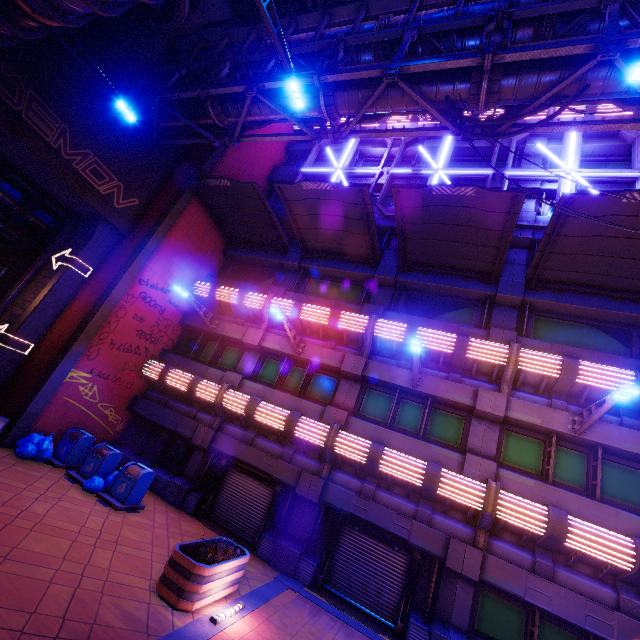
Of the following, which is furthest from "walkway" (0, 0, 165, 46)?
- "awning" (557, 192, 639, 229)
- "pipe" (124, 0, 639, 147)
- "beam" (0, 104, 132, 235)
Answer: "awning" (557, 192, 639, 229)

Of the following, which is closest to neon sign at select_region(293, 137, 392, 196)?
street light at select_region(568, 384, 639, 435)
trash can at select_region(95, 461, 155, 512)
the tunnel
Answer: the tunnel

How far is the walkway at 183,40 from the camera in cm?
1352

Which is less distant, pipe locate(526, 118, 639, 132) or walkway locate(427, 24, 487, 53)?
pipe locate(526, 118, 639, 132)

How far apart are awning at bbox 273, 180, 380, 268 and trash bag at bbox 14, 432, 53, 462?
12.21m

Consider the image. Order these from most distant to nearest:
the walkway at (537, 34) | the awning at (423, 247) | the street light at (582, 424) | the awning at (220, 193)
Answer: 1. the awning at (220, 193)
2. the awning at (423, 247)
3. the walkway at (537, 34)
4. the street light at (582, 424)

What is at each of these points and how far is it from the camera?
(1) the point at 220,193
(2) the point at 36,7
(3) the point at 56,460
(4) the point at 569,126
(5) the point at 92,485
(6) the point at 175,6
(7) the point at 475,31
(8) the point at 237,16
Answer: (1) awning, 15.22m
(2) walkway, 7.94m
(3) trash can, 11.41m
(4) pipe, 8.90m
(5) trash bag, 10.16m
(6) building, 13.01m
(7) walkway, 10.05m
(8) awning, 13.98m

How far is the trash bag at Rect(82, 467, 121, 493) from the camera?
10.1m
